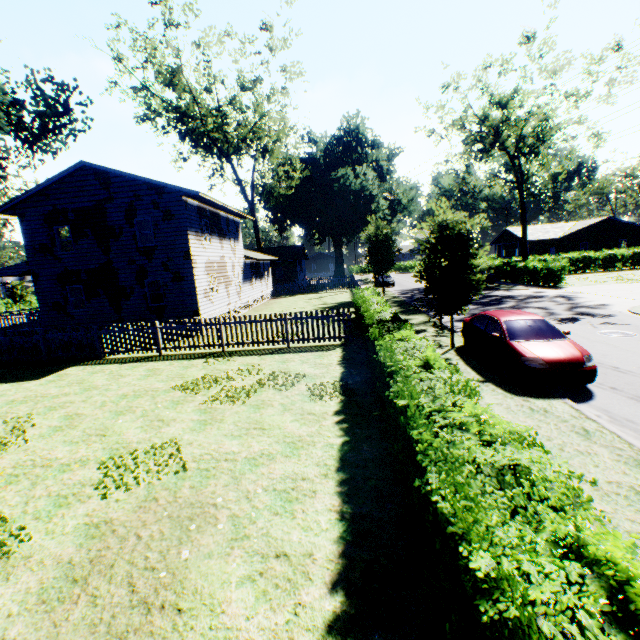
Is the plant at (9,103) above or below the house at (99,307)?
above

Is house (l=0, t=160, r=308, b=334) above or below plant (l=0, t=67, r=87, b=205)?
below

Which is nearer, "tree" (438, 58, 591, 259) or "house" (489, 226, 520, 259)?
"tree" (438, 58, 591, 259)

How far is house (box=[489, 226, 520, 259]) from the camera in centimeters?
4778cm

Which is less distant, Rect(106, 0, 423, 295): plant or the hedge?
the hedge

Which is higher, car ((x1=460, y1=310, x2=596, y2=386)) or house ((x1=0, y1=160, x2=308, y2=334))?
house ((x1=0, y1=160, x2=308, y2=334))

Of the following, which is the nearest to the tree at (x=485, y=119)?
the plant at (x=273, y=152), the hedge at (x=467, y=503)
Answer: the plant at (x=273, y=152)

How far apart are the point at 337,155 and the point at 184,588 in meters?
62.6 m
